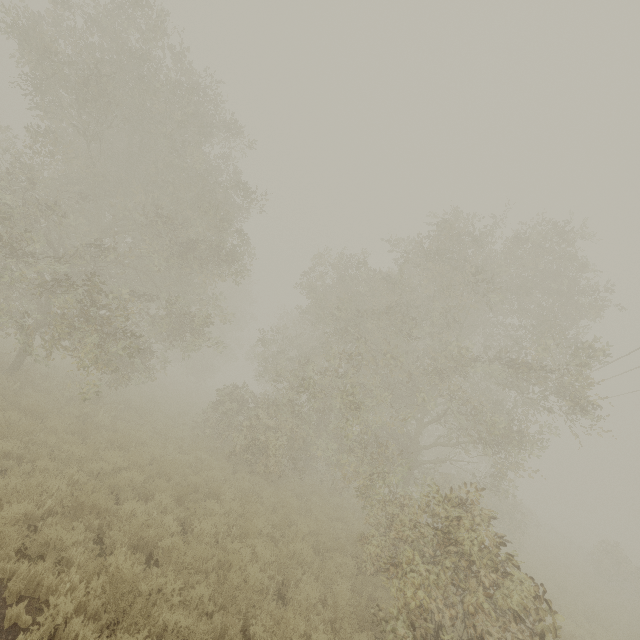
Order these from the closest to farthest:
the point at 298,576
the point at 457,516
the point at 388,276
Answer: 1. the point at 457,516
2. the point at 298,576
3. the point at 388,276

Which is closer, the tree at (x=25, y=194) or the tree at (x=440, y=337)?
the tree at (x=440, y=337)

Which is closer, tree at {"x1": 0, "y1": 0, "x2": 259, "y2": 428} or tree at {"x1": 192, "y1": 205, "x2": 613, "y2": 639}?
tree at {"x1": 192, "y1": 205, "x2": 613, "y2": 639}
